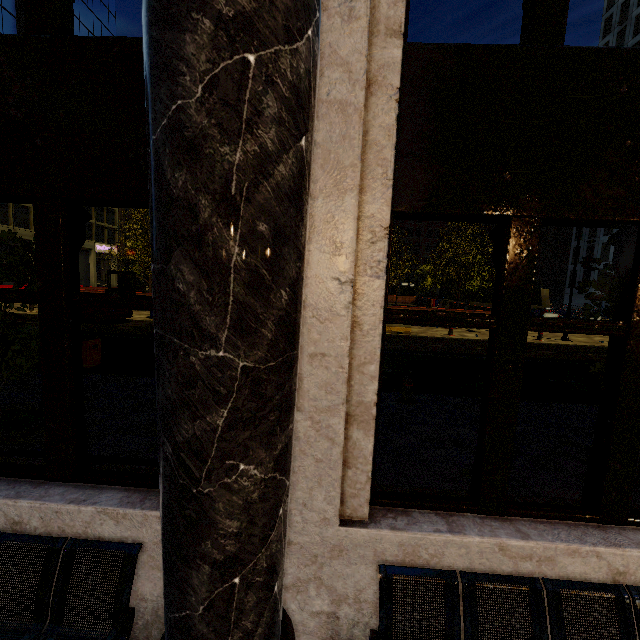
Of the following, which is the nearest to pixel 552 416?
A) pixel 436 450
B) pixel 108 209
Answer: pixel 436 450

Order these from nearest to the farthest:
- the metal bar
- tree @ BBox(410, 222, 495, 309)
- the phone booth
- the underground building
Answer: the metal bar, the phone booth, tree @ BBox(410, 222, 495, 309), the underground building

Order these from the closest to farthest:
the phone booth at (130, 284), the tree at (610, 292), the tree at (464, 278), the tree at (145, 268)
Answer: the tree at (610, 292) → the phone booth at (130, 284) → the tree at (464, 278) → the tree at (145, 268)

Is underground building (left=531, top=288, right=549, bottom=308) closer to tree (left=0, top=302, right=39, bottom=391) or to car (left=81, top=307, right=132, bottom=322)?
A: tree (left=0, top=302, right=39, bottom=391)

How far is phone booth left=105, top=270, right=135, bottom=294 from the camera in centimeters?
2198cm

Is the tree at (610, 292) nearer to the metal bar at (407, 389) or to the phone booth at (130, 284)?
the phone booth at (130, 284)

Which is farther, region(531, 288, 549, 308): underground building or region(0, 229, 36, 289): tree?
region(531, 288, 549, 308): underground building

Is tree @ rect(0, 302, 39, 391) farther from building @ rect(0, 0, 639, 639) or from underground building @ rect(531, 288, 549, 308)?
building @ rect(0, 0, 639, 639)
